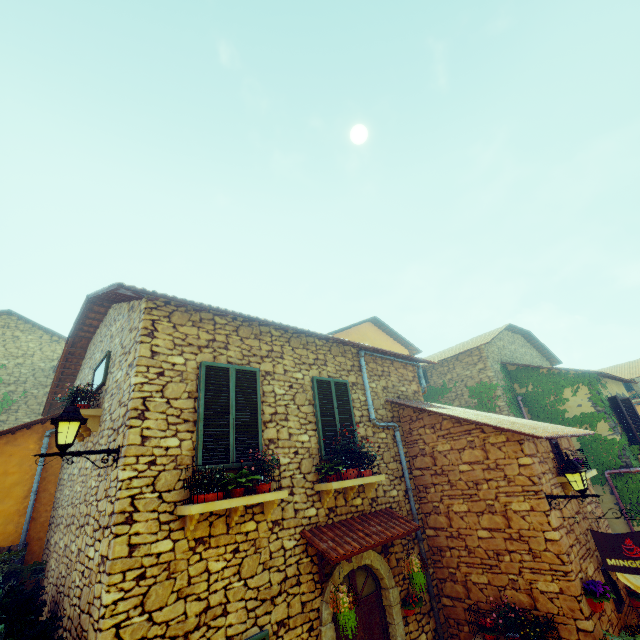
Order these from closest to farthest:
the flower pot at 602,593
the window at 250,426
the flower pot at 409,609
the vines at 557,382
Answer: the window at 250,426
the flower pot at 602,593
the flower pot at 409,609
the vines at 557,382

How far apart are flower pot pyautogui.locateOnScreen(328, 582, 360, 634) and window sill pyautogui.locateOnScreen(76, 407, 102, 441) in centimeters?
477cm

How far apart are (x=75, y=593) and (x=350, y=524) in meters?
4.3

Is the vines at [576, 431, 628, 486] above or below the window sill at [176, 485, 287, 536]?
below

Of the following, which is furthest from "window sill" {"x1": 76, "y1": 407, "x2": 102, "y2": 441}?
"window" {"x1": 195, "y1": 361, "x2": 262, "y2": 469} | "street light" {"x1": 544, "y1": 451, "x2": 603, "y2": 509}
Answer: "street light" {"x1": 544, "y1": 451, "x2": 603, "y2": 509}

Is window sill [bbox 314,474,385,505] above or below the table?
above

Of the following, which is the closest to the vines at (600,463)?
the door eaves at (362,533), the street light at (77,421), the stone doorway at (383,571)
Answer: the door eaves at (362,533)

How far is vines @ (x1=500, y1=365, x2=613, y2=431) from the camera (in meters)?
12.10
